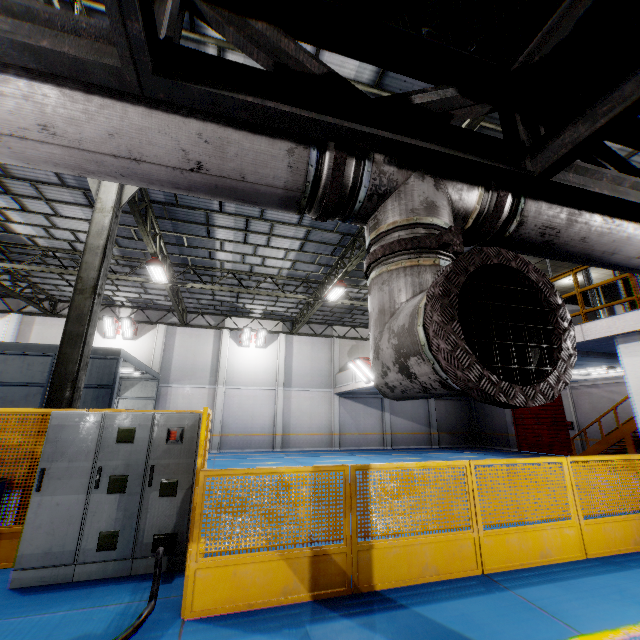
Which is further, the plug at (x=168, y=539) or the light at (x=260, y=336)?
the light at (x=260, y=336)

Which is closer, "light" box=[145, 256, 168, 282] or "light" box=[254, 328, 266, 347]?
"light" box=[145, 256, 168, 282]

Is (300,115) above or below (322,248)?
below

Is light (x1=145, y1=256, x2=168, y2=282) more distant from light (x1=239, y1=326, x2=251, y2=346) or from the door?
the door

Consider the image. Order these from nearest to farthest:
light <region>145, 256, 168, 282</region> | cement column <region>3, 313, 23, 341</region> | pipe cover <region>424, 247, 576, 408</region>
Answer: pipe cover <region>424, 247, 576, 408</region>
light <region>145, 256, 168, 282</region>
cement column <region>3, 313, 23, 341</region>

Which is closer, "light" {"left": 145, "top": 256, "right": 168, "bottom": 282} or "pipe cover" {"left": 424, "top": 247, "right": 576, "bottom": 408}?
"pipe cover" {"left": 424, "top": 247, "right": 576, "bottom": 408}

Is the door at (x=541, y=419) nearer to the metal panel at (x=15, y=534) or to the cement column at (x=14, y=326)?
the metal panel at (x=15, y=534)

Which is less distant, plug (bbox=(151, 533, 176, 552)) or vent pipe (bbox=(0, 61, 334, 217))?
vent pipe (bbox=(0, 61, 334, 217))
